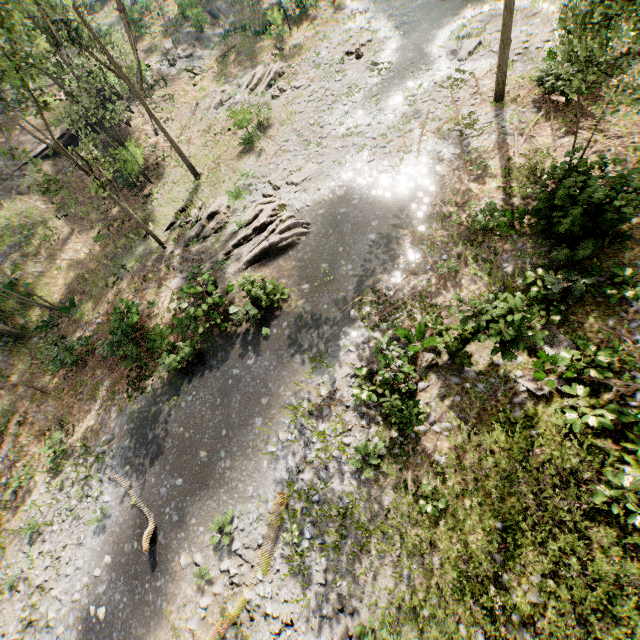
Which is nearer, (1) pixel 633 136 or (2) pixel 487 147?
(1) pixel 633 136

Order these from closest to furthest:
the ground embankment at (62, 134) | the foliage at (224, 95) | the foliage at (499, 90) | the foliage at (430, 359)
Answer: the foliage at (430, 359)
the foliage at (499, 90)
the ground embankment at (62, 134)
the foliage at (224, 95)

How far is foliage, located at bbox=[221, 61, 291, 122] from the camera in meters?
25.4 m

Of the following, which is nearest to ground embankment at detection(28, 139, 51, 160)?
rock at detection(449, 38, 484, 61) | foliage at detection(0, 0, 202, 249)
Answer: foliage at detection(0, 0, 202, 249)

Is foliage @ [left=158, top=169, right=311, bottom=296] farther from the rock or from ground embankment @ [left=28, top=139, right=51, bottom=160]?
the rock

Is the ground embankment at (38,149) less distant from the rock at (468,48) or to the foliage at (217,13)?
the foliage at (217,13)
